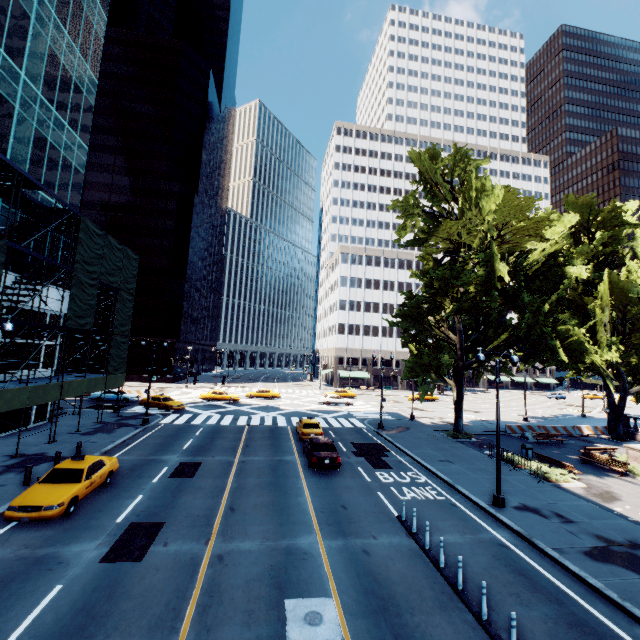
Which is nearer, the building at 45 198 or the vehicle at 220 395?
the building at 45 198

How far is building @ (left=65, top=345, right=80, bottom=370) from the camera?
59.00m

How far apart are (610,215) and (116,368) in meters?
49.7

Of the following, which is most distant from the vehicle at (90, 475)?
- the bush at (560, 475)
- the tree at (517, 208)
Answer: the bush at (560, 475)

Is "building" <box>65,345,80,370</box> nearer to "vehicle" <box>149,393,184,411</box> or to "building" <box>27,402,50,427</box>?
"vehicle" <box>149,393,184,411</box>

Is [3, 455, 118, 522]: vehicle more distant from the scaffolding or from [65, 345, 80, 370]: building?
[65, 345, 80, 370]: building

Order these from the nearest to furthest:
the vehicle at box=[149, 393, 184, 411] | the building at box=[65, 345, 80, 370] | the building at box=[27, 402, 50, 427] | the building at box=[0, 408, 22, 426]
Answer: the building at box=[0, 408, 22, 426]
the building at box=[27, 402, 50, 427]
the vehicle at box=[149, 393, 184, 411]
the building at box=[65, 345, 80, 370]

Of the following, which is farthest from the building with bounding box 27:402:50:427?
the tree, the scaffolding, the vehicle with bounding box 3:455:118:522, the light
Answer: the light
